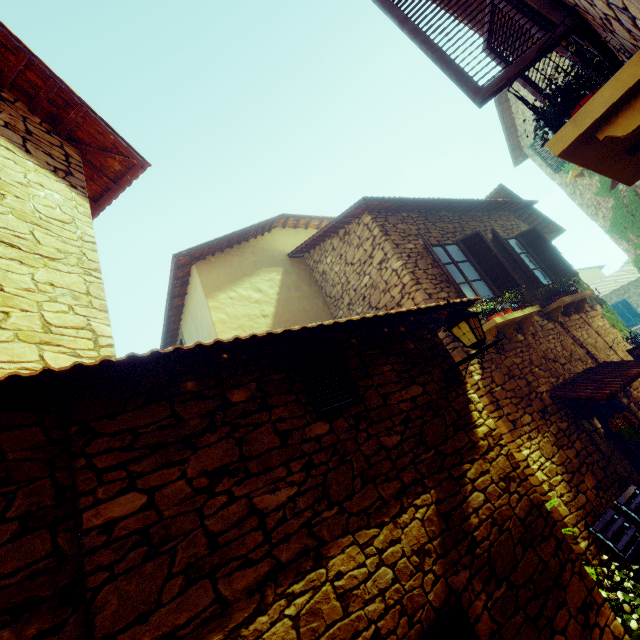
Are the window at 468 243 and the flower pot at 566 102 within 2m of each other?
no

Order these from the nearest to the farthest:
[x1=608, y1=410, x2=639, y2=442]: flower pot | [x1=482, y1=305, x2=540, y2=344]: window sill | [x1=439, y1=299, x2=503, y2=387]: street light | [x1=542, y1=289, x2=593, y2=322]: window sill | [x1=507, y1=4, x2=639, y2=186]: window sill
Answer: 1. [x1=507, y1=4, x2=639, y2=186]: window sill
2. [x1=439, y1=299, x2=503, y2=387]: street light
3. [x1=608, y1=410, x2=639, y2=442]: flower pot
4. [x1=482, y1=305, x2=540, y2=344]: window sill
5. [x1=542, y1=289, x2=593, y2=322]: window sill

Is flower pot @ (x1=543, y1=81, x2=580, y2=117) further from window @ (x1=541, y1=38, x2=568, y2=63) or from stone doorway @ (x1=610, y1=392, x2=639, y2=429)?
stone doorway @ (x1=610, y1=392, x2=639, y2=429)

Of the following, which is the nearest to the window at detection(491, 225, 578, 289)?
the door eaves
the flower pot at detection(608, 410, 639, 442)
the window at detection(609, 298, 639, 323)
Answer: the door eaves

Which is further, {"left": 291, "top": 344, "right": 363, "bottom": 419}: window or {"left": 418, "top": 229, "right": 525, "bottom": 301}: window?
{"left": 418, "top": 229, "right": 525, "bottom": 301}: window

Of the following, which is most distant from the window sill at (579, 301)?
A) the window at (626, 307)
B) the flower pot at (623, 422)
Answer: the window at (626, 307)

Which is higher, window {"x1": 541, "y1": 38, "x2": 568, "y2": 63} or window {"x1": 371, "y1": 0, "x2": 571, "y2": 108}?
Answer: window {"x1": 371, "y1": 0, "x2": 571, "y2": 108}

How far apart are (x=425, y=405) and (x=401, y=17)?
3.54m
